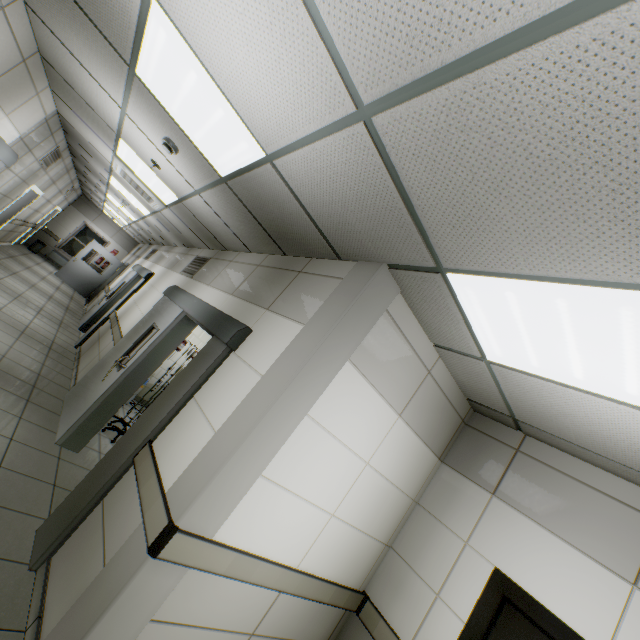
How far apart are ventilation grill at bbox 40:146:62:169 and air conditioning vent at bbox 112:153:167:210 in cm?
226

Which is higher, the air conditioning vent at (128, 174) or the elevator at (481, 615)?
the air conditioning vent at (128, 174)

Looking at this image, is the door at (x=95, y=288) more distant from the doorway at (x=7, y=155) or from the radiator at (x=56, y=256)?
the doorway at (x=7, y=155)

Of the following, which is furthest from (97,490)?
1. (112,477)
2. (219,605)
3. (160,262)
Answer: (160,262)

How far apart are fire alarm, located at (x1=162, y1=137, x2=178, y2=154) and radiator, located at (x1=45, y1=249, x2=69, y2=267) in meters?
15.6

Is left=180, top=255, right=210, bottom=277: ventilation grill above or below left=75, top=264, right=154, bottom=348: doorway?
above

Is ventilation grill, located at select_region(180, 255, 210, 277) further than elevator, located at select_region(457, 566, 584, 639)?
Yes

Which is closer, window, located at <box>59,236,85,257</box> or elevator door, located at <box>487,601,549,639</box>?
elevator door, located at <box>487,601,549,639</box>
